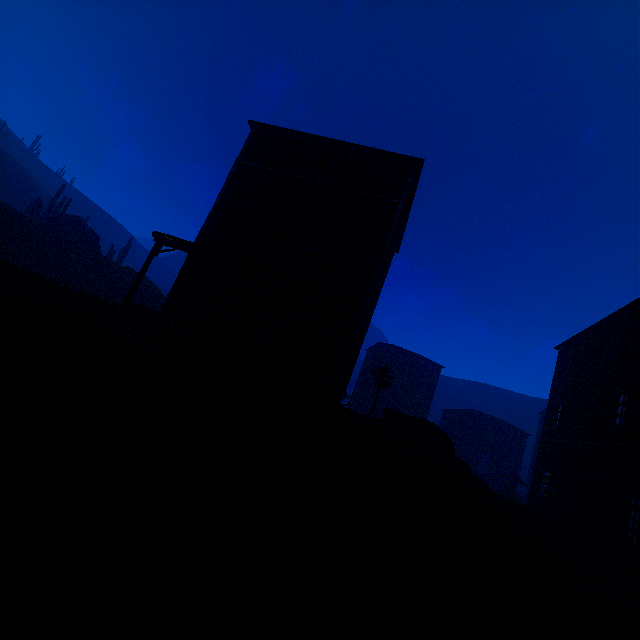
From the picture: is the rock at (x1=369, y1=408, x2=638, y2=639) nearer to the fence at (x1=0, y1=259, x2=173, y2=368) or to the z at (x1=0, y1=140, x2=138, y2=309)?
the z at (x1=0, y1=140, x2=138, y2=309)

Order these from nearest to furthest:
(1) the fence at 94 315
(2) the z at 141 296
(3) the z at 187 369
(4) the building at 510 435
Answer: (3) the z at 187 369, (1) the fence at 94 315, (2) the z at 141 296, (4) the building at 510 435

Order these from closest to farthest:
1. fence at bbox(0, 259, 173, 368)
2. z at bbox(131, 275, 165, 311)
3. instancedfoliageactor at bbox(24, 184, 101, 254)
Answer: fence at bbox(0, 259, 173, 368) → z at bbox(131, 275, 165, 311) → instancedfoliageactor at bbox(24, 184, 101, 254)

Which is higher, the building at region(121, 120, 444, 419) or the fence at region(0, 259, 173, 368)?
the building at region(121, 120, 444, 419)

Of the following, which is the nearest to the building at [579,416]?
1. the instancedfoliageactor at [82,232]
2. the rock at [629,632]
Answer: the rock at [629,632]

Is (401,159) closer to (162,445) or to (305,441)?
(305,441)

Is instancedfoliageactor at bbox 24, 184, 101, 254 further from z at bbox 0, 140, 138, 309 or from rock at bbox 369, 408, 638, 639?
rock at bbox 369, 408, 638, 639

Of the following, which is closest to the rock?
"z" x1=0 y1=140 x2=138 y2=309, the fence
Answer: "z" x1=0 y1=140 x2=138 y2=309
